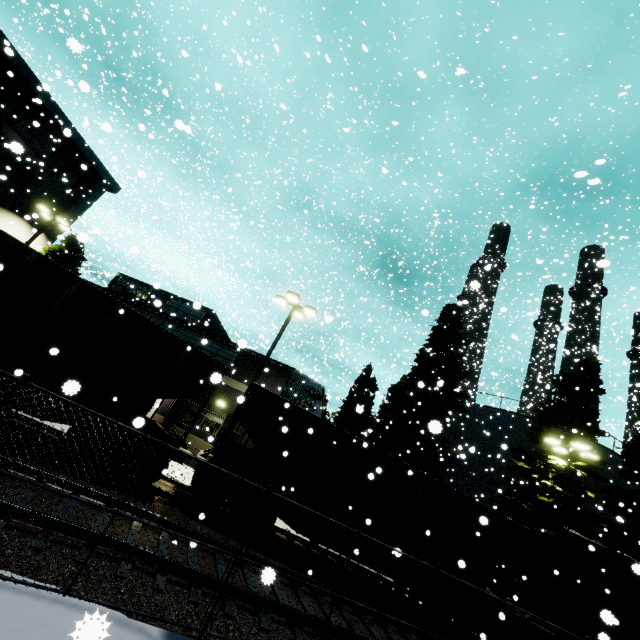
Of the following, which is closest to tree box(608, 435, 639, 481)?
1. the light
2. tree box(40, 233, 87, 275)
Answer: the light

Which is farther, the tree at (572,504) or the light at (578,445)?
the tree at (572,504)

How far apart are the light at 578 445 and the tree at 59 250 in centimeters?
3245cm

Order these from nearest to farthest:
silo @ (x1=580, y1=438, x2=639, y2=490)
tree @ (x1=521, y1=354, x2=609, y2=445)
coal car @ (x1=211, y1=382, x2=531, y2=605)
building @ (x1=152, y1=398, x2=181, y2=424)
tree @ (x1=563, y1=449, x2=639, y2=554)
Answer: coal car @ (x1=211, y1=382, x2=531, y2=605)
tree @ (x1=563, y1=449, x2=639, y2=554)
tree @ (x1=521, y1=354, x2=609, y2=445)
building @ (x1=152, y1=398, x2=181, y2=424)
silo @ (x1=580, y1=438, x2=639, y2=490)

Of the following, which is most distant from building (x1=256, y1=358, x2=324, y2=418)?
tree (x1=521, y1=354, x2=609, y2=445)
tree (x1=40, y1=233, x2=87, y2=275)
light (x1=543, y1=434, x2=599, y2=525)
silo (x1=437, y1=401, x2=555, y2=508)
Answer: light (x1=543, y1=434, x2=599, y2=525)

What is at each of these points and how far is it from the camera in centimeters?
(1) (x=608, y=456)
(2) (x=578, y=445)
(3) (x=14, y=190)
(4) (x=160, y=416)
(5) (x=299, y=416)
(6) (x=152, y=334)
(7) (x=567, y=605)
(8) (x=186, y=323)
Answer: (1) silo, 2375cm
(2) light, 1697cm
(3) building, 2181cm
(4) building, 2217cm
(5) coal car, 1153cm
(6) coal car, 980cm
(7) cargo car, 1155cm
(8) building, 2302cm

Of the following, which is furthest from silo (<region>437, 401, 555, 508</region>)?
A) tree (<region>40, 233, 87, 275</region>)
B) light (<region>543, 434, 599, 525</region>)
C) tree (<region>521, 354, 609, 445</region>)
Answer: tree (<region>40, 233, 87, 275</region>)

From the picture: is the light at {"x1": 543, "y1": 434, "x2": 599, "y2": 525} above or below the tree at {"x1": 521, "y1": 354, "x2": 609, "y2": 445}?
below
